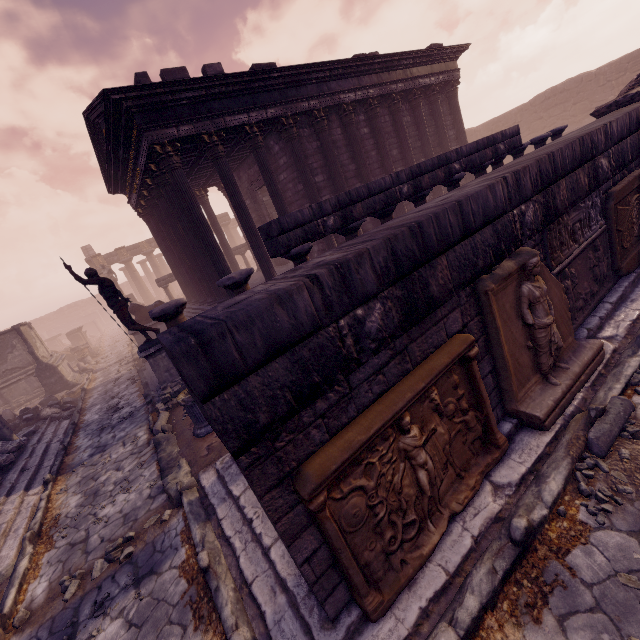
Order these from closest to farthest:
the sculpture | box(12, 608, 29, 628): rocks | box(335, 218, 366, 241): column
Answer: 1. box(12, 608, 29, 628): rocks
2. box(335, 218, 366, 241): column
3. the sculpture

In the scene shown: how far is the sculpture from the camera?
11.9m

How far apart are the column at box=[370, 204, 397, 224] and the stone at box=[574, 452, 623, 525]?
3.9m

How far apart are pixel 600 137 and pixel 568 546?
5.0 meters

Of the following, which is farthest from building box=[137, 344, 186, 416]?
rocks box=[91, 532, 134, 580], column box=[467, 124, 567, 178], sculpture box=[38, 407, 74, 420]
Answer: column box=[467, 124, 567, 178]

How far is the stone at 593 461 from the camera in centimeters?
290cm

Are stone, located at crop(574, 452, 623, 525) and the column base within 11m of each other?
yes

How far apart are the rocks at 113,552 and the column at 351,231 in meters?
5.2
